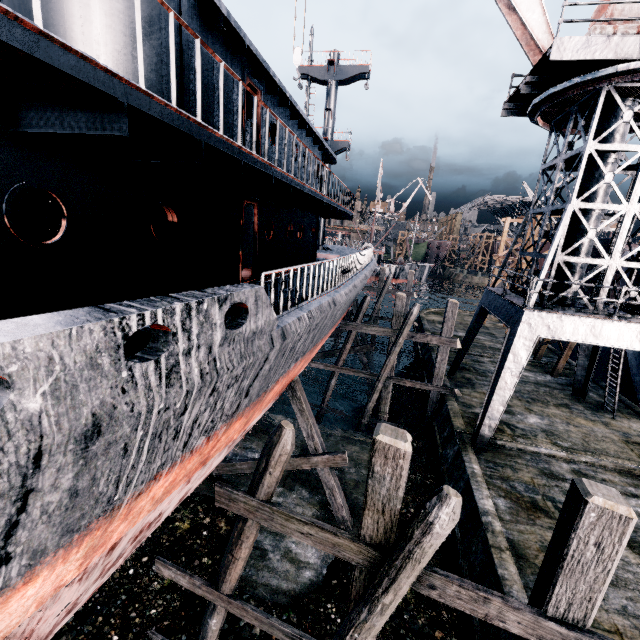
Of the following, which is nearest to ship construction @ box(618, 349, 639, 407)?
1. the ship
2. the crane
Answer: the crane

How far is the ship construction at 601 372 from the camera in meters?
21.6

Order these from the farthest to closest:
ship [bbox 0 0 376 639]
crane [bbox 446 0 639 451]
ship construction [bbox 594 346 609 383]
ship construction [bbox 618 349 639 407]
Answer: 1. ship construction [bbox 594 346 609 383]
2. ship construction [bbox 618 349 639 407]
3. crane [bbox 446 0 639 451]
4. ship [bbox 0 0 376 639]

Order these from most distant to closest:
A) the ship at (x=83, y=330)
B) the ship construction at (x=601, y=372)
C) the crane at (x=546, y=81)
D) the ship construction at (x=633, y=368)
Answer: the ship construction at (x=601, y=372), the ship construction at (x=633, y=368), the crane at (x=546, y=81), the ship at (x=83, y=330)

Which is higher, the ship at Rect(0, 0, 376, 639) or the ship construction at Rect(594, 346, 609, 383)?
the ship at Rect(0, 0, 376, 639)

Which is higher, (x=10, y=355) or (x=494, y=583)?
(x=10, y=355)
